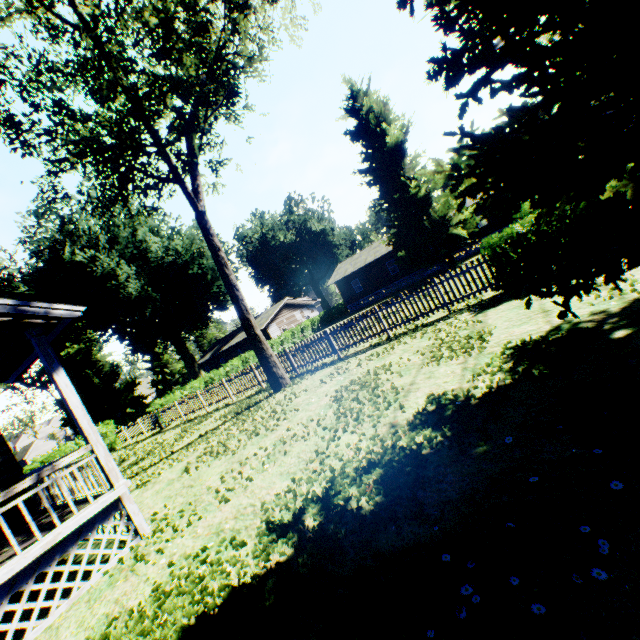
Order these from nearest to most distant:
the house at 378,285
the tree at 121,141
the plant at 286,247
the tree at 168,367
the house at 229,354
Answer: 1. the tree at 121,141
2. the house at 378,285
3. the house at 229,354
4. the plant at 286,247
5. the tree at 168,367

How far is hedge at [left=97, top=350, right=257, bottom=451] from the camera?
23.00m

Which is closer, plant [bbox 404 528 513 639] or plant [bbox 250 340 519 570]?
plant [bbox 404 528 513 639]

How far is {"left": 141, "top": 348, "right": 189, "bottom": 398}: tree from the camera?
54.4m

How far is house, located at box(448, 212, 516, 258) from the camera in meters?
31.3

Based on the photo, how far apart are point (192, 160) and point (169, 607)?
12.5m

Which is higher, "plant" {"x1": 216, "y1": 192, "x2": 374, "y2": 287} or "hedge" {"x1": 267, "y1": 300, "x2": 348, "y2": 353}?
"plant" {"x1": 216, "y1": 192, "x2": 374, "y2": 287}

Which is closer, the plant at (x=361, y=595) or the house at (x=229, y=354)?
the plant at (x=361, y=595)
